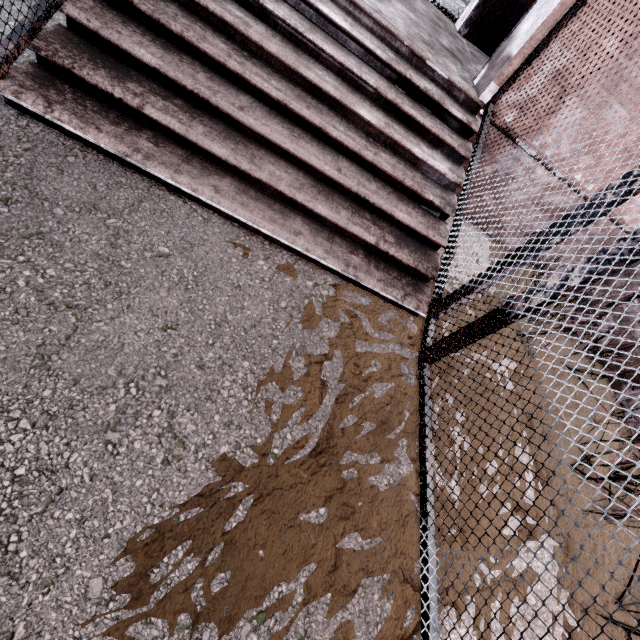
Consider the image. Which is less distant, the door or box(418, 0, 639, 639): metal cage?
box(418, 0, 639, 639): metal cage

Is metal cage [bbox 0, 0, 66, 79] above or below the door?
below

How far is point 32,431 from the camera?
1.23m

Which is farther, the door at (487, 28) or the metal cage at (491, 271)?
the door at (487, 28)

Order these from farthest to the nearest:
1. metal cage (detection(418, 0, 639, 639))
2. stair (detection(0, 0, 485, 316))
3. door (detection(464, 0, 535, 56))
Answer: door (detection(464, 0, 535, 56)), stair (detection(0, 0, 485, 316)), metal cage (detection(418, 0, 639, 639))

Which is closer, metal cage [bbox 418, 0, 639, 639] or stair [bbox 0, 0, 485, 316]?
metal cage [bbox 418, 0, 639, 639]
